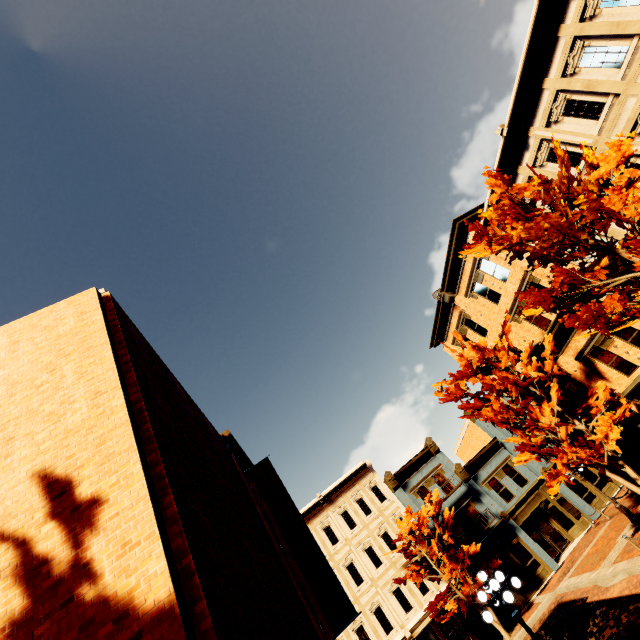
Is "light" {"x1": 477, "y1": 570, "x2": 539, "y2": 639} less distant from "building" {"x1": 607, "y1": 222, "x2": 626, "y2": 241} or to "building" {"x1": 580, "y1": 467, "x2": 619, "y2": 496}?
"building" {"x1": 607, "y1": 222, "x2": 626, "y2": 241}

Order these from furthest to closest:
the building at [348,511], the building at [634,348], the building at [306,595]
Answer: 1. the building at [348,511]
2. the building at [634,348]
3. the building at [306,595]

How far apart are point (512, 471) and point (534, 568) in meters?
6.5

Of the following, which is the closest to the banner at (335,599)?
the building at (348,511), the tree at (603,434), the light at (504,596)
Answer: the light at (504,596)

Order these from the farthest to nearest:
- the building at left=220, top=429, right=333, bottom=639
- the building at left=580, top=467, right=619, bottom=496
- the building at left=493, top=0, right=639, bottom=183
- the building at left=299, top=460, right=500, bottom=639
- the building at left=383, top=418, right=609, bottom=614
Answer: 1. the building at left=580, top=467, right=619, bottom=496
2. the building at left=383, top=418, right=609, bottom=614
3. the building at left=299, top=460, right=500, bottom=639
4. the building at left=493, top=0, right=639, bottom=183
5. the building at left=220, top=429, right=333, bottom=639

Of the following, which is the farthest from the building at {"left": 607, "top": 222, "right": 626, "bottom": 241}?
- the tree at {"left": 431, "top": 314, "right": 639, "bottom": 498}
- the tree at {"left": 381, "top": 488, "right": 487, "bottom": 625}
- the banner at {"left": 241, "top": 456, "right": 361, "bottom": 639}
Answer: the banner at {"left": 241, "top": 456, "right": 361, "bottom": 639}

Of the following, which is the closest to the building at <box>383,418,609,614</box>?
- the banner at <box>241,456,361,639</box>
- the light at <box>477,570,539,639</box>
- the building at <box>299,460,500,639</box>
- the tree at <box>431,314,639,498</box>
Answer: the building at <box>299,460,500,639</box>

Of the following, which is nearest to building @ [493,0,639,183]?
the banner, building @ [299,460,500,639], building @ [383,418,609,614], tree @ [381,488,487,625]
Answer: building @ [383,418,609,614]
